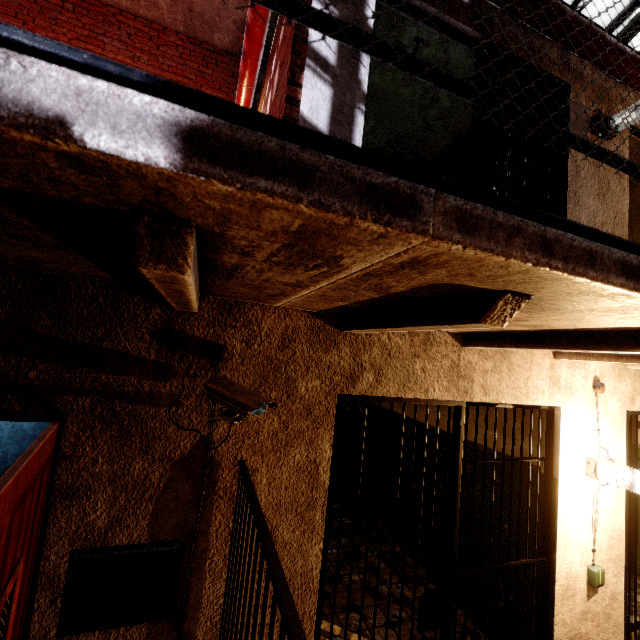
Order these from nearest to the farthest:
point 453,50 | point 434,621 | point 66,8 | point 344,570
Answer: point 434,621
point 453,50
point 344,570
point 66,8

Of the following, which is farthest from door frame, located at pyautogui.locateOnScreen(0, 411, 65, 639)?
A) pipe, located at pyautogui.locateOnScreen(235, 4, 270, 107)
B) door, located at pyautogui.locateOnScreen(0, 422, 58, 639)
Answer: pipe, located at pyautogui.locateOnScreen(235, 4, 270, 107)

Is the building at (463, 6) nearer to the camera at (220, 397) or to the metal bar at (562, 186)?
the metal bar at (562, 186)

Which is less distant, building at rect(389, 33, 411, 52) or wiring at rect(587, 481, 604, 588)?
wiring at rect(587, 481, 604, 588)

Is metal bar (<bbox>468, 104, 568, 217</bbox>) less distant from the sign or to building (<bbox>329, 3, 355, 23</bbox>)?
building (<bbox>329, 3, 355, 23</bbox>)

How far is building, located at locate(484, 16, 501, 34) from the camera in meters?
2.7

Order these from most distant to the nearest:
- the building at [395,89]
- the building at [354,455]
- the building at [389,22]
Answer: the building at [354,455] < the building at [395,89] < the building at [389,22]

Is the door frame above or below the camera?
below
